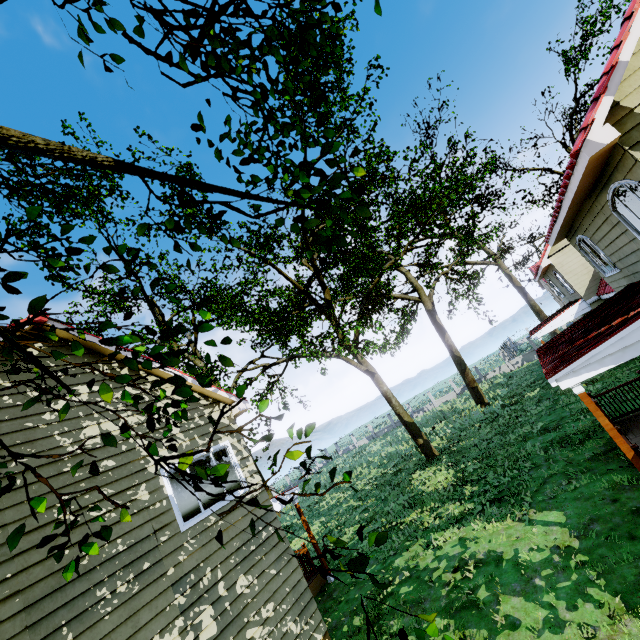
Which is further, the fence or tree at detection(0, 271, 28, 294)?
the fence

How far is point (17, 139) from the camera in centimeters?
161cm

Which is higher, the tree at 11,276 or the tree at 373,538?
the tree at 11,276

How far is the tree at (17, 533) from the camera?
1.61m

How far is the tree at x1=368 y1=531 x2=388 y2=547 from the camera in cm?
219

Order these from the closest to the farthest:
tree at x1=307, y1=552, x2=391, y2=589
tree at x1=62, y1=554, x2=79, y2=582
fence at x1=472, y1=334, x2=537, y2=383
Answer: tree at x1=307, y1=552, x2=391, y2=589
tree at x1=62, y1=554, x2=79, y2=582
fence at x1=472, y1=334, x2=537, y2=383
